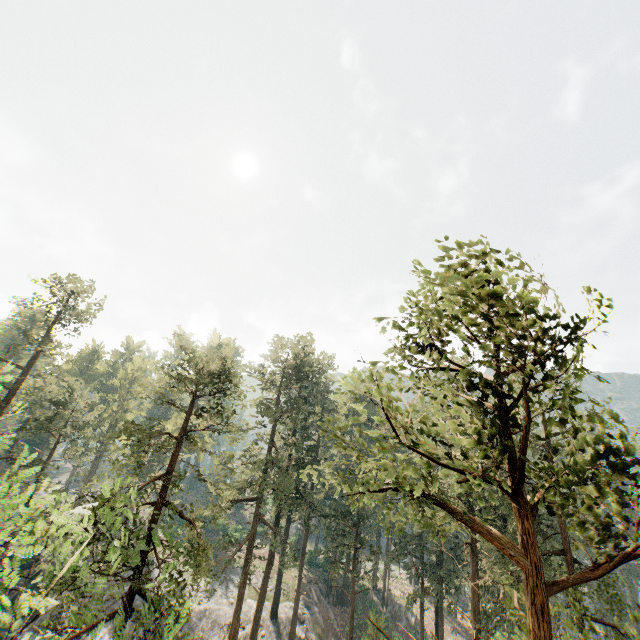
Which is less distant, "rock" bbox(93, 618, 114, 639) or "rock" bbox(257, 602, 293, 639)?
"rock" bbox(93, 618, 114, 639)

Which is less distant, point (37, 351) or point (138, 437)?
point (138, 437)

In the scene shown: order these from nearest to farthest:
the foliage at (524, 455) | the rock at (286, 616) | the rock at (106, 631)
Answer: the foliage at (524, 455) < the rock at (106, 631) < the rock at (286, 616)

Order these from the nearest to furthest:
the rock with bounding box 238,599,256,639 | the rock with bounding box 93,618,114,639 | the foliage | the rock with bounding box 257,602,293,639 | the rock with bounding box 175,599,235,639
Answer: the foliage → the rock with bounding box 93,618,114,639 → the rock with bounding box 175,599,235,639 → the rock with bounding box 238,599,256,639 → the rock with bounding box 257,602,293,639

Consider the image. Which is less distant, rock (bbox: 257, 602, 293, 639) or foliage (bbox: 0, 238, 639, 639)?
foliage (bbox: 0, 238, 639, 639)

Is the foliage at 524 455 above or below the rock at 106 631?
above

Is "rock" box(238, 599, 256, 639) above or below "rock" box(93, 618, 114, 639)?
above
